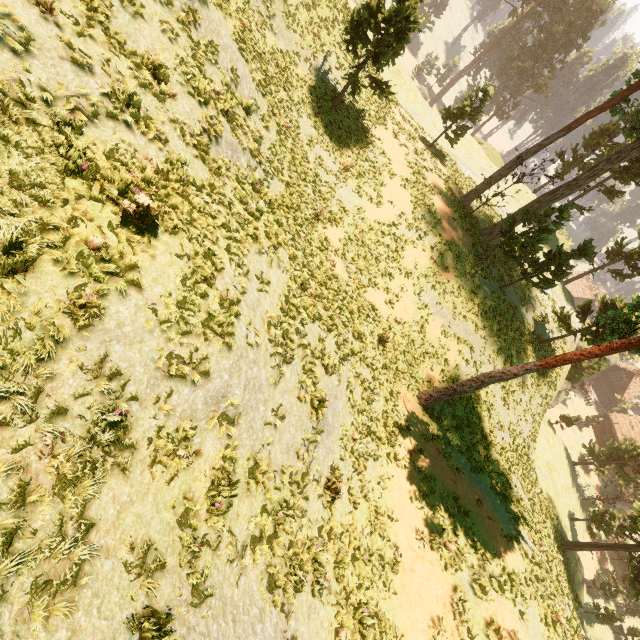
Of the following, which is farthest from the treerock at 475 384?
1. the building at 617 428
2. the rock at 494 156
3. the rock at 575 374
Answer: the rock at 494 156

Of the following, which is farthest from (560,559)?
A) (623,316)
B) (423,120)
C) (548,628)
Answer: (423,120)

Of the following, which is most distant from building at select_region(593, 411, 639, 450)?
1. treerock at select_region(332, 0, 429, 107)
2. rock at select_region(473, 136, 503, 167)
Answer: rock at select_region(473, 136, 503, 167)

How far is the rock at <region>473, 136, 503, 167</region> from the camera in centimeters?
5272cm

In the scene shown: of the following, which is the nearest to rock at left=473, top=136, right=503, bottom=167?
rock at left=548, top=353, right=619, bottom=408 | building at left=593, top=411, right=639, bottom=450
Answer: rock at left=548, top=353, right=619, bottom=408

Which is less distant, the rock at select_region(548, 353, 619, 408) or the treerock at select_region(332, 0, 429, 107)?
the treerock at select_region(332, 0, 429, 107)

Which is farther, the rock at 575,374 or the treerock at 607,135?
the rock at 575,374

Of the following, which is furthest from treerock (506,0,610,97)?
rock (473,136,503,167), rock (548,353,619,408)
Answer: rock (473,136,503,167)
